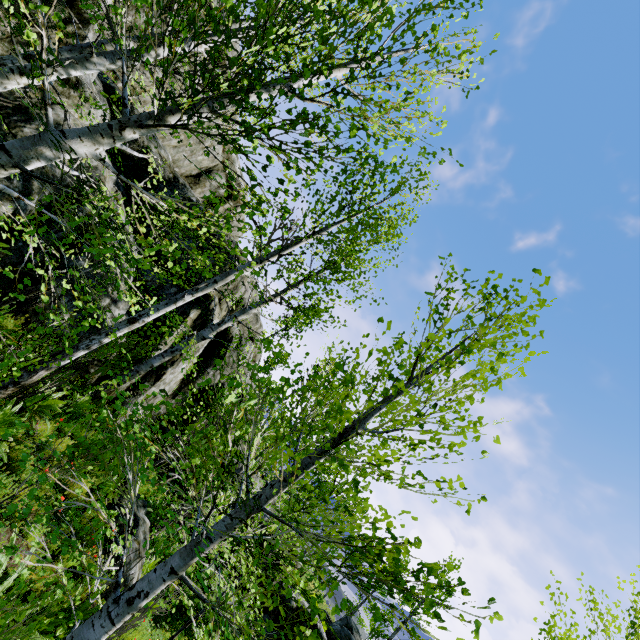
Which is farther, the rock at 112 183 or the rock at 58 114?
the rock at 112 183

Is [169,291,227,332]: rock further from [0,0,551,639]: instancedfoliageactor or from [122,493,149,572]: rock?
[122,493,149,572]: rock

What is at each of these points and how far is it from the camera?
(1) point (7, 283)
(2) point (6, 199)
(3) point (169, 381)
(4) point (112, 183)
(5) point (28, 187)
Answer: (1) rock, 7.1m
(2) rock, 6.9m
(3) rock, 11.7m
(4) rock, 10.2m
(5) rock, 7.3m

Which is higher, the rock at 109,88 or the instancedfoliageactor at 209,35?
the rock at 109,88

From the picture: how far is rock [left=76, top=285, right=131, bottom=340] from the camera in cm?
841

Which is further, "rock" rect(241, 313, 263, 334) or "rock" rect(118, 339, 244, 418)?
"rock" rect(241, 313, 263, 334)
